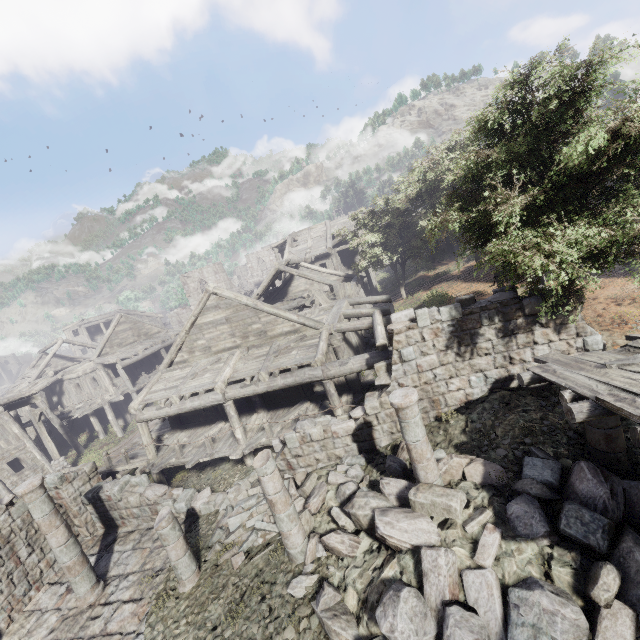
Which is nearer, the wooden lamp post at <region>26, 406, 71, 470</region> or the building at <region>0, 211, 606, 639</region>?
the building at <region>0, 211, 606, 639</region>

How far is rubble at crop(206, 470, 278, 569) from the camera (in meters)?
8.80

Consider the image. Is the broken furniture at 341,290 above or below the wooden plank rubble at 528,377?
above

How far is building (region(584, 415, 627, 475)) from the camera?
5.93m

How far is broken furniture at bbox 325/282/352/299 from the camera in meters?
18.9

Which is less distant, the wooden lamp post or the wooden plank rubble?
the wooden plank rubble

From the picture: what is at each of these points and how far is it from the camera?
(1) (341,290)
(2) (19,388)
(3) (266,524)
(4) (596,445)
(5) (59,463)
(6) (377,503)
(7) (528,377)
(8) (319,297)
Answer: (1) broken furniture, 19.0m
(2) building, 30.7m
(3) rubble, 8.9m
(4) building, 6.2m
(5) wooden lamp post, 20.0m
(6) rubble, 7.2m
(7) wooden plank rubble, 6.6m
(8) broken furniture, 18.9m

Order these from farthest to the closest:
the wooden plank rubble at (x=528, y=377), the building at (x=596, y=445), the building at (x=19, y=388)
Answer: the building at (x=19, y=388) < the building at (x=596, y=445) < the wooden plank rubble at (x=528, y=377)
